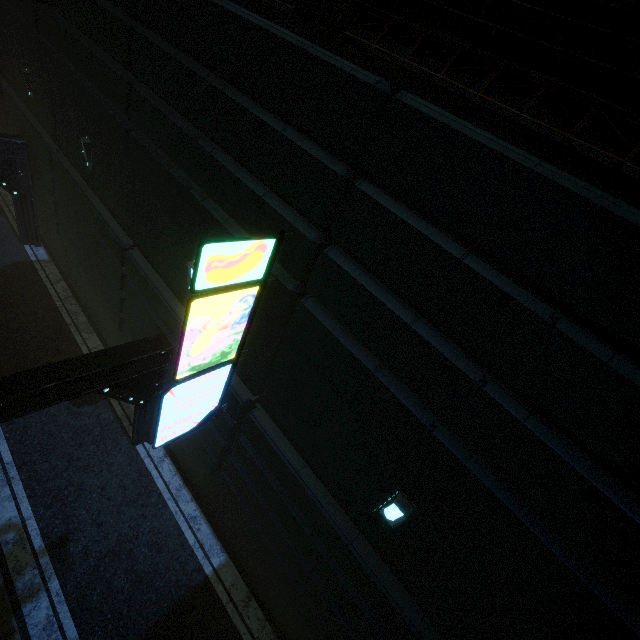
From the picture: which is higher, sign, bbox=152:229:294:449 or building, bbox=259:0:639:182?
building, bbox=259:0:639:182

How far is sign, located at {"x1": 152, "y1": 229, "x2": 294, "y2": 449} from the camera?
4.1 meters

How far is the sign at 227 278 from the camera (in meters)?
4.12

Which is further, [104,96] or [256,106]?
[104,96]

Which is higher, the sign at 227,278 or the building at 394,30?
the building at 394,30

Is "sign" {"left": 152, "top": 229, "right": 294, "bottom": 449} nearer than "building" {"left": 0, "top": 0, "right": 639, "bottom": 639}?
No

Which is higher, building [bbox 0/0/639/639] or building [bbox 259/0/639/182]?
building [bbox 259/0/639/182]
